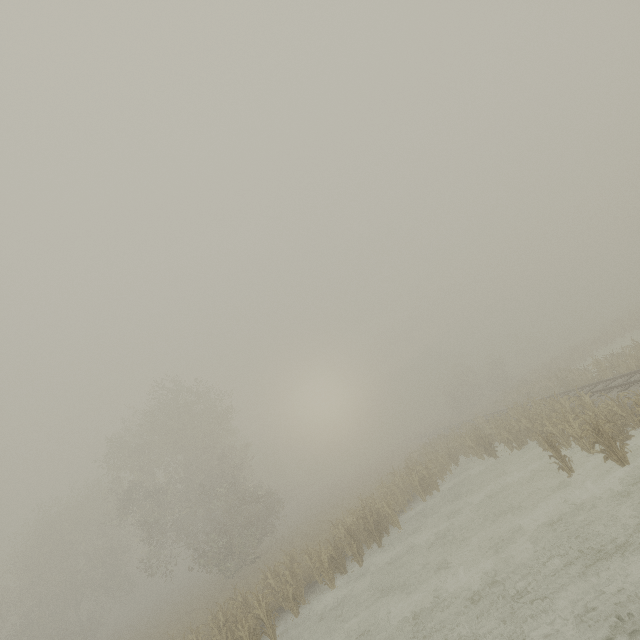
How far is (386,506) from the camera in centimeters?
1717cm
